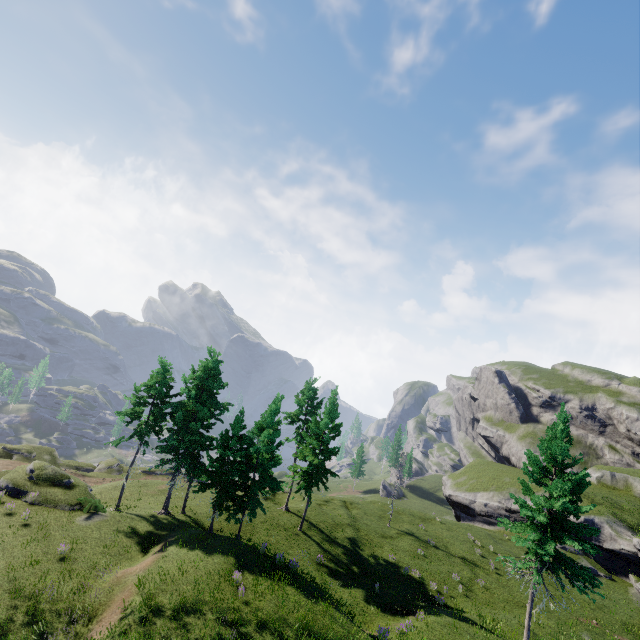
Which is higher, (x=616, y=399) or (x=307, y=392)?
(x=616, y=399)
